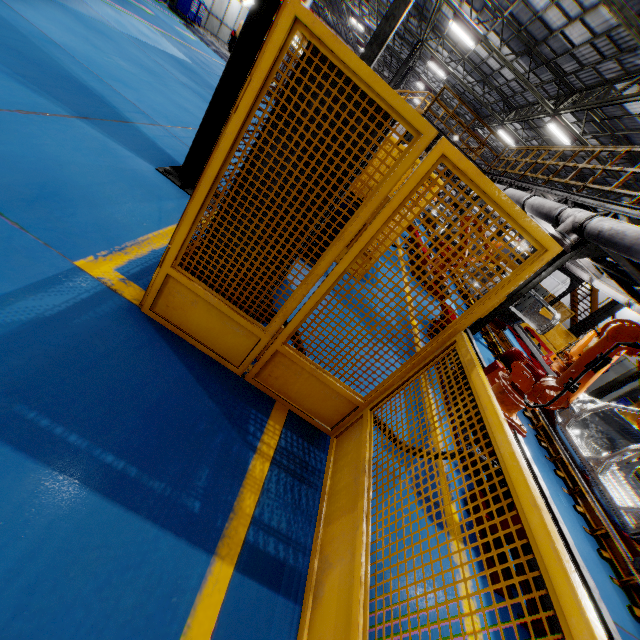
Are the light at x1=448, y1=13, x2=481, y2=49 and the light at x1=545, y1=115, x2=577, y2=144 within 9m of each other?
yes

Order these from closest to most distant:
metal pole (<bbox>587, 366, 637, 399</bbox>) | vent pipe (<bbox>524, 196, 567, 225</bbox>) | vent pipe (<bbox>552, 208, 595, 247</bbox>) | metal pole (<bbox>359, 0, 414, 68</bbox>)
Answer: vent pipe (<bbox>552, 208, 595, 247</bbox>) < vent pipe (<bbox>524, 196, 567, 225</bbox>) < metal pole (<bbox>587, 366, 637, 399</bbox>) < metal pole (<bbox>359, 0, 414, 68</bbox>)

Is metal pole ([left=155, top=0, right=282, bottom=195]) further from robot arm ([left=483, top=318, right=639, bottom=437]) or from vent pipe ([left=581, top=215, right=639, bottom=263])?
vent pipe ([left=581, top=215, right=639, bottom=263])

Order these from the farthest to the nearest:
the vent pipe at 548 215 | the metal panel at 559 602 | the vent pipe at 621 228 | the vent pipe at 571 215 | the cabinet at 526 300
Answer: the cabinet at 526 300, the vent pipe at 548 215, the vent pipe at 571 215, the vent pipe at 621 228, the metal panel at 559 602

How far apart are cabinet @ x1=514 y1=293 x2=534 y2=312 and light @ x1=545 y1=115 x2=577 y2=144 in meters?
8.1

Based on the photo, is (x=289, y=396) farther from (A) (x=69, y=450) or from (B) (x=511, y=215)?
(B) (x=511, y=215)

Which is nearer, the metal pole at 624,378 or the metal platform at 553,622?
the metal platform at 553,622

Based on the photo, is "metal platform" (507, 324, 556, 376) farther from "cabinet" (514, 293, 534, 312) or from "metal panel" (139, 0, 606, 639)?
"cabinet" (514, 293, 534, 312)
